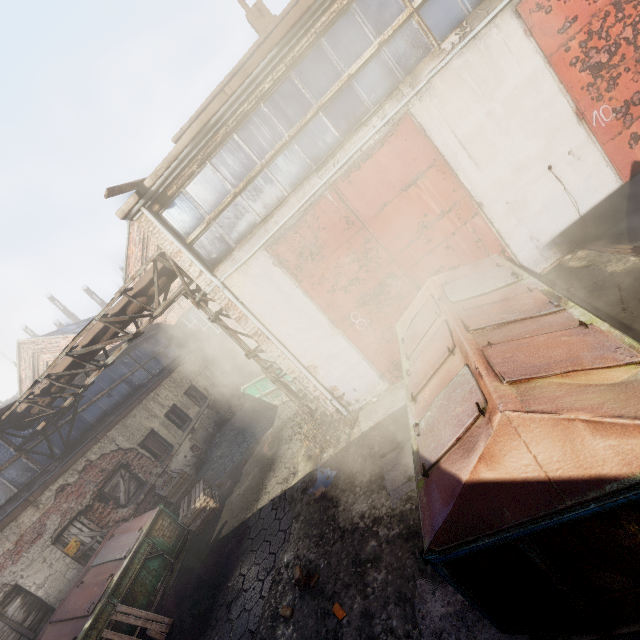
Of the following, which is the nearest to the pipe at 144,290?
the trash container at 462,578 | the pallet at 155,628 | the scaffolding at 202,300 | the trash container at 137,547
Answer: the scaffolding at 202,300

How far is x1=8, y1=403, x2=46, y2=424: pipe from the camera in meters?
9.2 m

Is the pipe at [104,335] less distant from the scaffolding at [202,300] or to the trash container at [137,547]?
the scaffolding at [202,300]

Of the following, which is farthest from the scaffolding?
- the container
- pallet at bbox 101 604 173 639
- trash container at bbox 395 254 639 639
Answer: pallet at bbox 101 604 173 639

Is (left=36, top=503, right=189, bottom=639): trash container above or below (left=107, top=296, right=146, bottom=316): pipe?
below

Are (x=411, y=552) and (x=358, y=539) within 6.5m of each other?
yes

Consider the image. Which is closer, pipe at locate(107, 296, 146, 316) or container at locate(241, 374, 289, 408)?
pipe at locate(107, 296, 146, 316)

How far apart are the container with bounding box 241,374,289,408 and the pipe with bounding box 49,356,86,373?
4.4 meters
